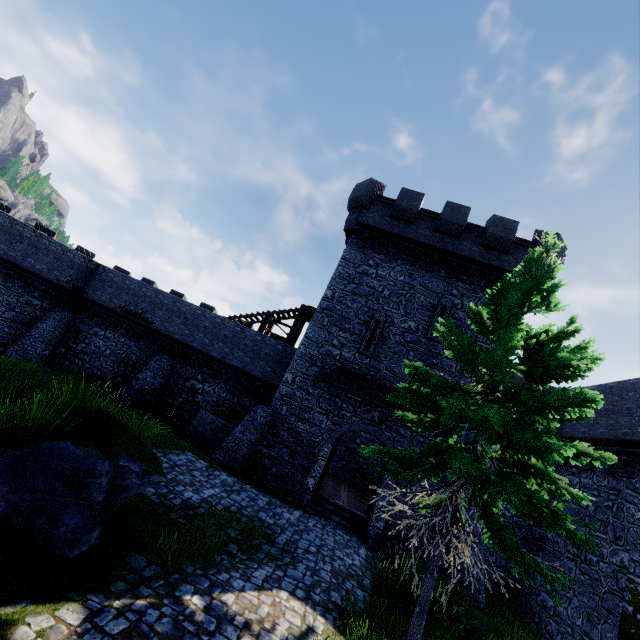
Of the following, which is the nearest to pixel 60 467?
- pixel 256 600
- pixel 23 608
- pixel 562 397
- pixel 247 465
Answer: pixel 23 608

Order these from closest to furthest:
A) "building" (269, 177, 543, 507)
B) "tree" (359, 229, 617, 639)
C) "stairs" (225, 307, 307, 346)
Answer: "tree" (359, 229, 617, 639), "building" (269, 177, 543, 507), "stairs" (225, 307, 307, 346)

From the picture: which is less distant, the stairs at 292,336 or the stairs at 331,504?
the stairs at 331,504

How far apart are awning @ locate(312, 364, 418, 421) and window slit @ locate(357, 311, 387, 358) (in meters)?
0.74

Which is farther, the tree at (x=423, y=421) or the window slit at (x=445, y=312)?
the window slit at (x=445, y=312)

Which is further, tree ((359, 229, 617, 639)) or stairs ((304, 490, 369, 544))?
stairs ((304, 490, 369, 544))

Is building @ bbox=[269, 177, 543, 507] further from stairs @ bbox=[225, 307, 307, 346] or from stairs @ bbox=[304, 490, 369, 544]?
stairs @ bbox=[225, 307, 307, 346]

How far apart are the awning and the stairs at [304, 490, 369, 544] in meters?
4.4 m
